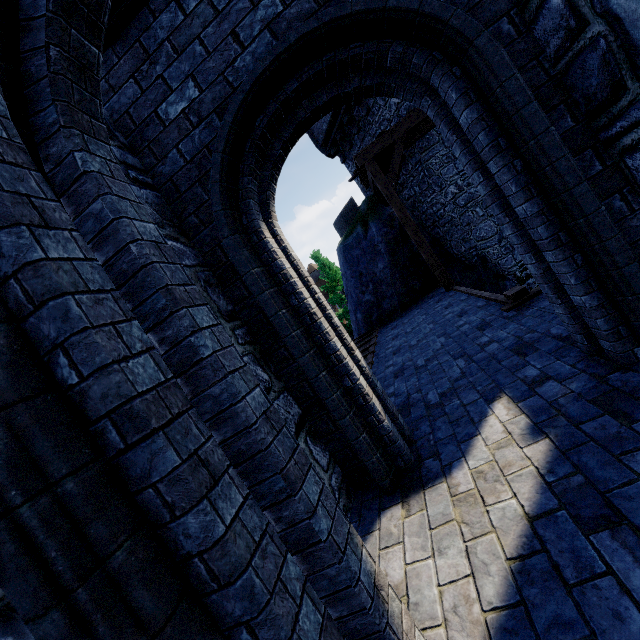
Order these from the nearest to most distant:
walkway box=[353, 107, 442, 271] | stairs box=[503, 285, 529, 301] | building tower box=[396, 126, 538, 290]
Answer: stairs box=[503, 285, 529, 301] < walkway box=[353, 107, 442, 271] < building tower box=[396, 126, 538, 290]

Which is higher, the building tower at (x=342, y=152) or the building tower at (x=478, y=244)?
the building tower at (x=342, y=152)

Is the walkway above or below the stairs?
above

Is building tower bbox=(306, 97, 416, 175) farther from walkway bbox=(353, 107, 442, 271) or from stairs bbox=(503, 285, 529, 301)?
stairs bbox=(503, 285, 529, 301)

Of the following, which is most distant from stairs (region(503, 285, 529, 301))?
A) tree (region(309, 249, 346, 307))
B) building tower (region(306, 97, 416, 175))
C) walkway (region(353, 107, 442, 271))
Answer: tree (region(309, 249, 346, 307))

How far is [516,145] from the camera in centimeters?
219cm

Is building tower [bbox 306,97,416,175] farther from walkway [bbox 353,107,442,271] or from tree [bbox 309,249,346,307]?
tree [bbox 309,249,346,307]

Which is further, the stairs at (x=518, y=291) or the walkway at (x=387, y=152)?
the walkway at (x=387, y=152)
